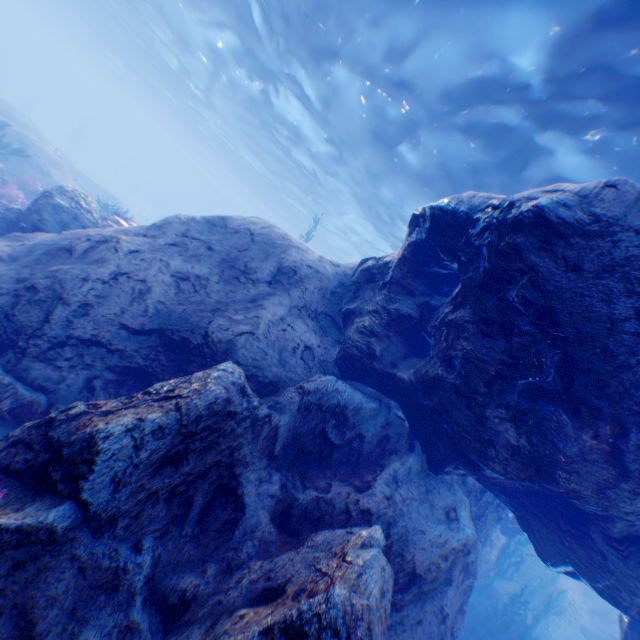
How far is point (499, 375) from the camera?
3.8 meters

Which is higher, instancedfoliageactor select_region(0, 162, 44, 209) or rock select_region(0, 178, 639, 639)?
rock select_region(0, 178, 639, 639)

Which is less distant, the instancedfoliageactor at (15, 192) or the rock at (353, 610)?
the rock at (353, 610)

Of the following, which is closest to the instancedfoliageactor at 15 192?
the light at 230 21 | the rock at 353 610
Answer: the rock at 353 610

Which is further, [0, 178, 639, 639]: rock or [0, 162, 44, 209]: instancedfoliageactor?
[0, 162, 44, 209]: instancedfoliageactor

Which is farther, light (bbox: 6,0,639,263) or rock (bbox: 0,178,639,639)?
light (bbox: 6,0,639,263)

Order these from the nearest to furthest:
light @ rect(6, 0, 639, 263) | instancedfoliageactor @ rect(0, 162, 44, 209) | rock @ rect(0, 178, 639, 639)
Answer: rock @ rect(0, 178, 639, 639) < light @ rect(6, 0, 639, 263) < instancedfoliageactor @ rect(0, 162, 44, 209)

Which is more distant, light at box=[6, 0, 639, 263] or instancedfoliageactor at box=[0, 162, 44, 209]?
instancedfoliageactor at box=[0, 162, 44, 209]
